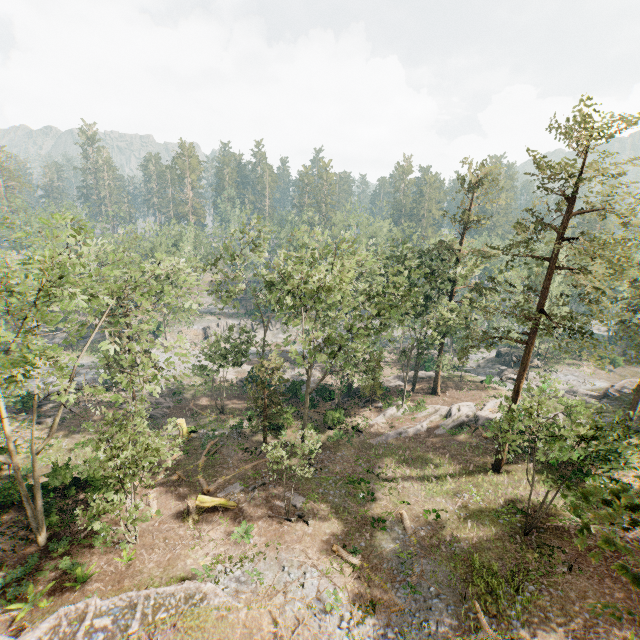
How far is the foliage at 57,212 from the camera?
13.73m

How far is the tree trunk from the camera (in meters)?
21.80

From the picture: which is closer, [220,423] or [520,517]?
[520,517]

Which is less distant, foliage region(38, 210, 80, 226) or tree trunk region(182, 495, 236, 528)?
foliage region(38, 210, 80, 226)

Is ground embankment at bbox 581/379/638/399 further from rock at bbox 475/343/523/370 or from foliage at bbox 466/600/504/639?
rock at bbox 475/343/523/370

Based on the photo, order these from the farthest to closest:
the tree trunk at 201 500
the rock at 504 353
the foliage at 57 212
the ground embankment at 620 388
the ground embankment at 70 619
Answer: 1. the rock at 504 353
2. the ground embankment at 620 388
3. the tree trunk at 201 500
4. the ground embankment at 70 619
5. the foliage at 57 212

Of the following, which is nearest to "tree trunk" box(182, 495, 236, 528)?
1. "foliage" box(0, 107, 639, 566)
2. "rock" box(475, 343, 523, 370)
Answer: "foliage" box(0, 107, 639, 566)

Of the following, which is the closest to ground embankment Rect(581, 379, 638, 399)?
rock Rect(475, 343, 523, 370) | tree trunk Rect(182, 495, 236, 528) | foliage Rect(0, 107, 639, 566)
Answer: foliage Rect(0, 107, 639, 566)
